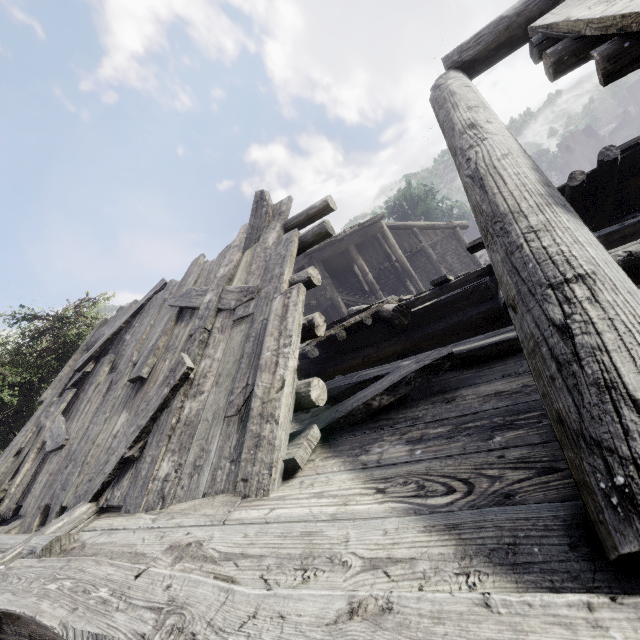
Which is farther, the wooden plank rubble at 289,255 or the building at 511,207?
the wooden plank rubble at 289,255

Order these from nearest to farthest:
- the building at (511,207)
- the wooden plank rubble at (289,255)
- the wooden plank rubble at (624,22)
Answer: the building at (511,207) → the wooden plank rubble at (624,22) → the wooden plank rubble at (289,255)

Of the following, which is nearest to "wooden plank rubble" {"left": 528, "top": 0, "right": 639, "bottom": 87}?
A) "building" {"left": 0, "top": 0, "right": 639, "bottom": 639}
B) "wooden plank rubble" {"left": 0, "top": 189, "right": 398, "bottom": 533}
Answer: "building" {"left": 0, "top": 0, "right": 639, "bottom": 639}

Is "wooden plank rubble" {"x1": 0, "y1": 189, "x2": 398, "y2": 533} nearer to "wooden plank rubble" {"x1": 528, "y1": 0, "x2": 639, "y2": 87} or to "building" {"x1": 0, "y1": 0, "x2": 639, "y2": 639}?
"building" {"x1": 0, "y1": 0, "x2": 639, "y2": 639}

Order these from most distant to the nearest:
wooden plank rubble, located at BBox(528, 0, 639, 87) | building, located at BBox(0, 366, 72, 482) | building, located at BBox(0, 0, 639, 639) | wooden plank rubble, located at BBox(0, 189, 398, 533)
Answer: building, located at BBox(0, 366, 72, 482) < wooden plank rubble, located at BBox(0, 189, 398, 533) < wooden plank rubble, located at BBox(528, 0, 639, 87) < building, located at BBox(0, 0, 639, 639)

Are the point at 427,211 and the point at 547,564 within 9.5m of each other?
no

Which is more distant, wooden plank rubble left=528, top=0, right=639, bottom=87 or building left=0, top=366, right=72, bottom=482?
building left=0, top=366, right=72, bottom=482
